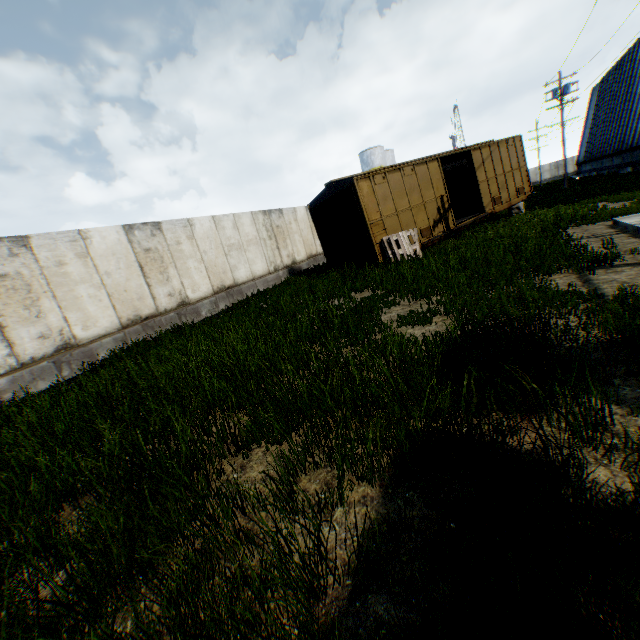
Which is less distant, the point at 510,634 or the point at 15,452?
the point at 510,634

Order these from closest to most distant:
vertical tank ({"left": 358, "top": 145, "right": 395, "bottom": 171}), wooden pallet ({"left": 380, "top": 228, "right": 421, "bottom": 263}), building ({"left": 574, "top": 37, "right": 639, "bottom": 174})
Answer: wooden pallet ({"left": 380, "top": 228, "right": 421, "bottom": 263})
building ({"left": 574, "top": 37, "right": 639, "bottom": 174})
vertical tank ({"left": 358, "top": 145, "right": 395, "bottom": 171})

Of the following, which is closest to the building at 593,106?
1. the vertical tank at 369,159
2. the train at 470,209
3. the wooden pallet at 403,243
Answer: the train at 470,209

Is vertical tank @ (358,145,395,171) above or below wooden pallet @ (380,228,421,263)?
above

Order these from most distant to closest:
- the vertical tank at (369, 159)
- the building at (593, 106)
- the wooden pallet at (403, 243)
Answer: the vertical tank at (369, 159) < the building at (593, 106) < the wooden pallet at (403, 243)

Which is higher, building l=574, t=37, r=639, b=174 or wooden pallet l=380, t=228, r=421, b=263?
building l=574, t=37, r=639, b=174

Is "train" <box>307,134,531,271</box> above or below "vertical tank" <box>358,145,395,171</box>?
below

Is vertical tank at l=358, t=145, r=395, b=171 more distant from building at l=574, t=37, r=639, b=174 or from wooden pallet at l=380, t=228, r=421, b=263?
wooden pallet at l=380, t=228, r=421, b=263
